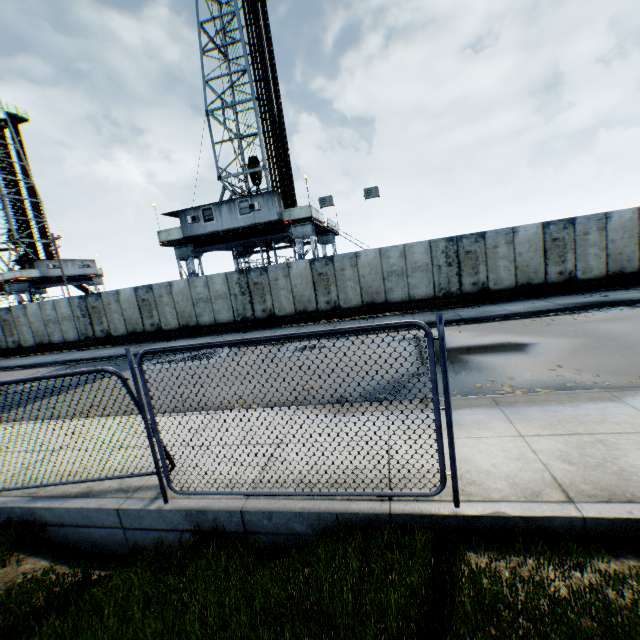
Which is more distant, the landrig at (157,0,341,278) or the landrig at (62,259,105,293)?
the landrig at (62,259,105,293)

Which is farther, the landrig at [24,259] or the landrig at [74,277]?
the landrig at [74,277]

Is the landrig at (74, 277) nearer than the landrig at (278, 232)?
No

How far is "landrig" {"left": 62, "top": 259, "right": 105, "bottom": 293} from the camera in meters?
36.3

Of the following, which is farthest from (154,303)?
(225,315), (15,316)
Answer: (15,316)

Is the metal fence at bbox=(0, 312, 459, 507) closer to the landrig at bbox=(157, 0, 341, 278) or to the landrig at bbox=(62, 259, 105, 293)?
the landrig at bbox=(157, 0, 341, 278)

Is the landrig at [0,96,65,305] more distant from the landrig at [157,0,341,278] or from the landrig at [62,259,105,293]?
the landrig at [157,0,341,278]

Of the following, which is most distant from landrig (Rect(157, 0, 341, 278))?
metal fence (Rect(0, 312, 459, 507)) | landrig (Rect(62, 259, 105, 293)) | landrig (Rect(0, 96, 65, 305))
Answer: landrig (Rect(0, 96, 65, 305))
